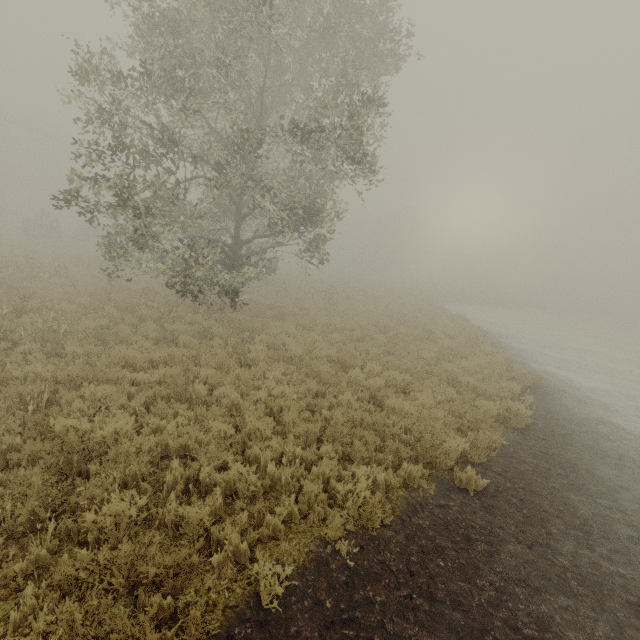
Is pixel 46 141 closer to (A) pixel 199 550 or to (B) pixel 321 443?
(B) pixel 321 443
